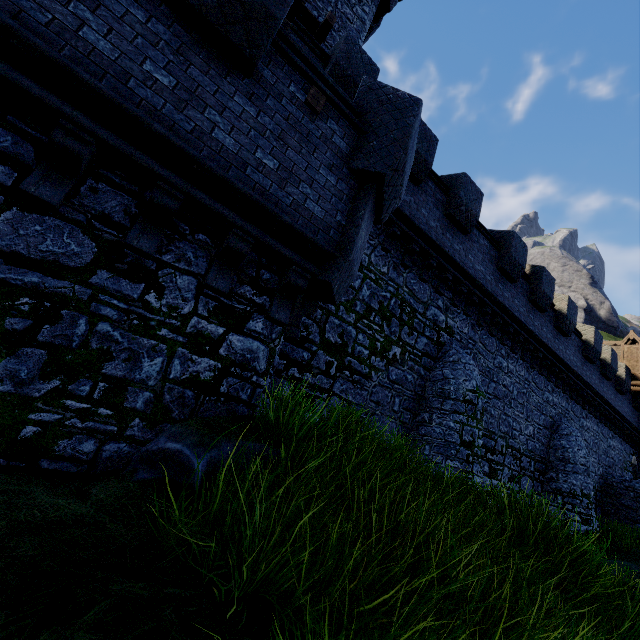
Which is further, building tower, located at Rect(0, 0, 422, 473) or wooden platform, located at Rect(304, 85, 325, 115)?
wooden platform, located at Rect(304, 85, 325, 115)

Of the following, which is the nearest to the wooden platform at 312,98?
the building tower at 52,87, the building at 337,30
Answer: the building tower at 52,87

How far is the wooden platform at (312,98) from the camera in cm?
494

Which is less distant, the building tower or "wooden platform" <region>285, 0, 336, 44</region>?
the building tower

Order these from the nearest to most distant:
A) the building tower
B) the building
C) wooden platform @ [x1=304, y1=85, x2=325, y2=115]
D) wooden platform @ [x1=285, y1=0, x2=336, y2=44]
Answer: the building tower, wooden platform @ [x1=304, y1=85, x2=325, y2=115], wooden platform @ [x1=285, y1=0, x2=336, y2=44], the building

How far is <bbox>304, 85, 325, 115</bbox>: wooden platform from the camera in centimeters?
494cm

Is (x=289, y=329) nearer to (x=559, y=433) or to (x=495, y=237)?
(x=495, y=237)

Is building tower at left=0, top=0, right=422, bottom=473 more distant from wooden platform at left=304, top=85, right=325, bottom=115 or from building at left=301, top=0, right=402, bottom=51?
building at left=301, top=0, right=402, bottom=51
